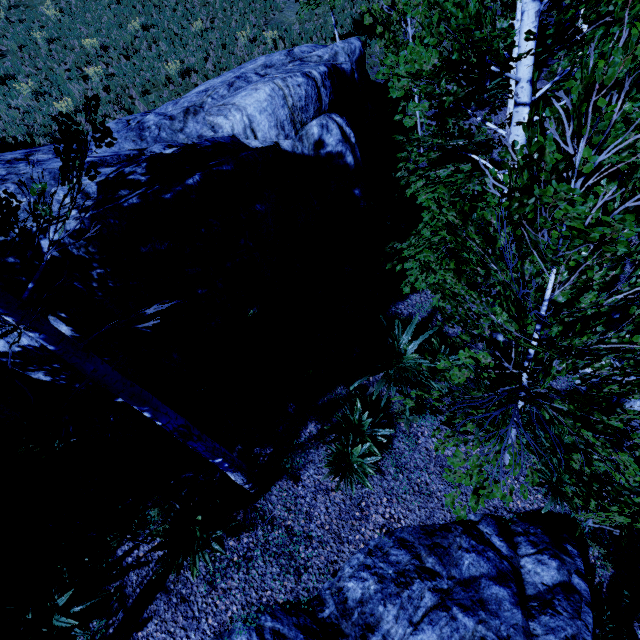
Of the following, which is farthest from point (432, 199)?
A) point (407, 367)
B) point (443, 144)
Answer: point (407, 367)

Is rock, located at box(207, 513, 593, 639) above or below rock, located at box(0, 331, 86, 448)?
below

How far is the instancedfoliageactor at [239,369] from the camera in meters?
6.1 m

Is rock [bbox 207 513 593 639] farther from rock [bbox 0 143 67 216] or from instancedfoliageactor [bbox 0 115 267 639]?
rock [bbox 0 143 67 216]

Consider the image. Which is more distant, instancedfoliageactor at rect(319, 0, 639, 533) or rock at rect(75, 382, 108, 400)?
rock at rect(75, 382, 108, 400)

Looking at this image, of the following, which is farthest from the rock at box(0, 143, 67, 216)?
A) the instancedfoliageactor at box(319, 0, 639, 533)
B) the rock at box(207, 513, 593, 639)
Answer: the rock at box(207, 513, 593, 639)
